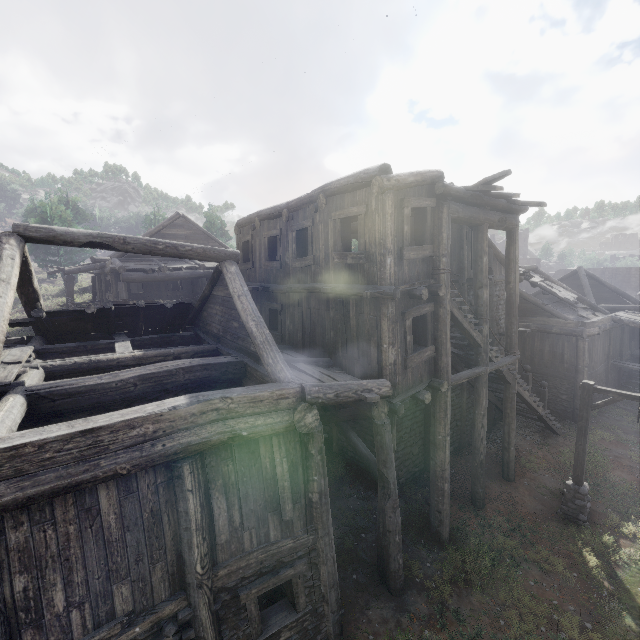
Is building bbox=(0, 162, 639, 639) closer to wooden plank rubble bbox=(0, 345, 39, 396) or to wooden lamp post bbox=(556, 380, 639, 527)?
wooden plank rubble bbox=(0, 345, 39, 396)

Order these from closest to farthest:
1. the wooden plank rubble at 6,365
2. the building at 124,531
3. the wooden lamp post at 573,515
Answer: the building at 124,531 → the wooden plank rubble at 6,365 → the wooden lamp post at 573,515

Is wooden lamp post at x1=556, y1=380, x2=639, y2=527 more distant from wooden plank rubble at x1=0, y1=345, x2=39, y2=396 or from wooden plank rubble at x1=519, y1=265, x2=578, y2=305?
wooden plank rubble at x1=0, y1=345, x2=39, y2=396

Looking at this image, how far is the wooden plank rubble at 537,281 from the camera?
18.3m

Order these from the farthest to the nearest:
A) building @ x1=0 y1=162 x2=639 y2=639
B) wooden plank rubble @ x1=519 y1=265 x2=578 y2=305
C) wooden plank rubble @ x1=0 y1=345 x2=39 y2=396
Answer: wooden plank rubble @ x1=519 y1=265 x2=578 y2=305 < wooden plank rubble @ x1=0 y1=345 x2=39 y2=396 < building @ x1=0 y1=162 x2=639 y2=639

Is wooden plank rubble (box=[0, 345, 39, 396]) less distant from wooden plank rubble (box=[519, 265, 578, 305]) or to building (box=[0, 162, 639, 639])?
building (box=[0, 162, 639, 639])

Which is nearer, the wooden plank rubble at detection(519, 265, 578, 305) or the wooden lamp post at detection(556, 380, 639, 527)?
the wooden lamp post at detection(556, 380, 639, 527)

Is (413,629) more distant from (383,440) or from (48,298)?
(48,298)
